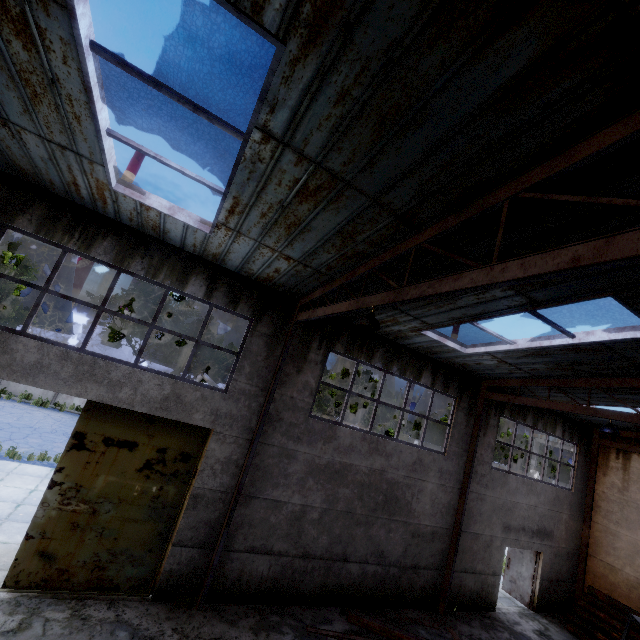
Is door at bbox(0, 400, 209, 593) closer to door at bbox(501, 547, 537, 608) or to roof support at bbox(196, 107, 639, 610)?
roof support at bbox(196, 107, 639, 610)

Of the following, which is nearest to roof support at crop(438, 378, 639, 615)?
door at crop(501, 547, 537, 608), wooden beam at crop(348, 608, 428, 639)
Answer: wooden beam at crop(348, 608, 428, 639)

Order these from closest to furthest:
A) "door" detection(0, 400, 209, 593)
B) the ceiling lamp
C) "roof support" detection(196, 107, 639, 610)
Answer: "roof support" detection(196, 107, 639, 610) → the ceiling lamp → "door" detection(0, 400, 209, 593)

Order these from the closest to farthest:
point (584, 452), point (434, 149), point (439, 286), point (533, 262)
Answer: point (533, 262)
point (434, 149)
point (439, 286)
point (584, 452)

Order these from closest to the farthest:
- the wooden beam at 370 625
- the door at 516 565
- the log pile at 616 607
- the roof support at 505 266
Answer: the roof support at 505 266
the wooden beam at 370 625
the log pile at 616 607
the door at 516 565

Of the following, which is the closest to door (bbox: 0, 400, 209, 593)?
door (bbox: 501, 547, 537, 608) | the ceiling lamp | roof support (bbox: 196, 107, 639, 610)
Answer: roof support (bbox: 196, 107, 639, 610)

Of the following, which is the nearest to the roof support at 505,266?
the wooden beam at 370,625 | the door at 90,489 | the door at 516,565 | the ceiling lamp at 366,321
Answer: the ceiling lamp at 366,321

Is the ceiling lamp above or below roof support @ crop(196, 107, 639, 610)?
below
